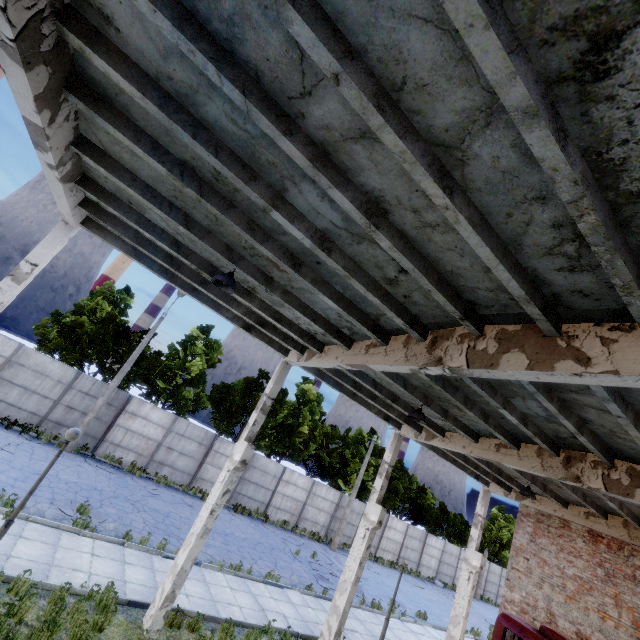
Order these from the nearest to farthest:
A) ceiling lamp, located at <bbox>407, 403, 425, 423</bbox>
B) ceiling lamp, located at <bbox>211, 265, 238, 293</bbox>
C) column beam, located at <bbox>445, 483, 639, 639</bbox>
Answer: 1. ceiling lamp, located at <bbox>211, 265, 238, 293</bbox>
2. ceiling lamp, located at <bbox>407, 403, 425, 423</bbox>
3. column beam, located at <bbox>445, 483, 639, 639</bbox>

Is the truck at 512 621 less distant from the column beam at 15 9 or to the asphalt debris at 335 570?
the column beam at 15 9

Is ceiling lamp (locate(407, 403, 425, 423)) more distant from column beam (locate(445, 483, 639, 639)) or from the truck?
column beam (locate(445, 483, 639, 639))

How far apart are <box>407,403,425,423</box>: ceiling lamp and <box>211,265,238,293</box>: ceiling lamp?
5.93m

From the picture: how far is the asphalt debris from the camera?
16.91m

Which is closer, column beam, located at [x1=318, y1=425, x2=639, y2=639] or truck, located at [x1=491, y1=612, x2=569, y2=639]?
column beam, located at [x1=318, y1=425, x2=639, y2=639]

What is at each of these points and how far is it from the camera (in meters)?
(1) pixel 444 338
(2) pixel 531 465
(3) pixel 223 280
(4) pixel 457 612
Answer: (1) column beam, 5.86
(2) column beam, 8.99
(3) ceiling lamp, 6.31
(4) column beam, 14.13

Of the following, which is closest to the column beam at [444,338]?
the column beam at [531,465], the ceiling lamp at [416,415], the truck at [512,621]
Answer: the ceiling lamp at [416,415]
